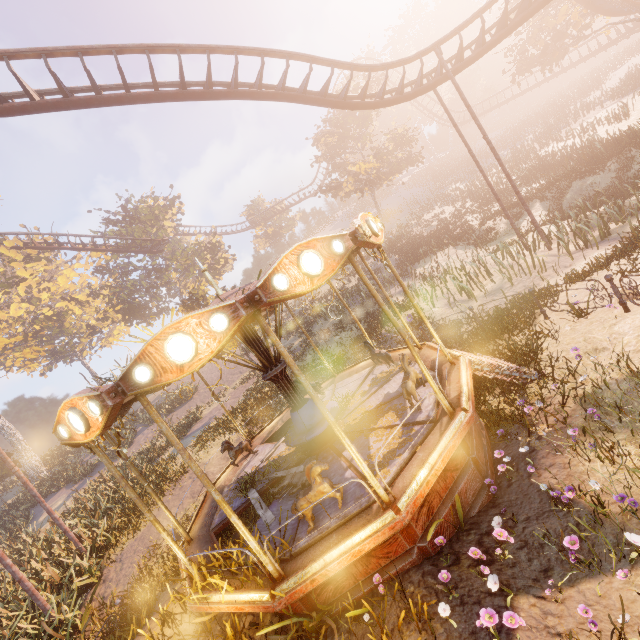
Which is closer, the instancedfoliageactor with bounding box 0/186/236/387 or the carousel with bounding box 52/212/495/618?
the carousel with bounding box 52/212/495/618

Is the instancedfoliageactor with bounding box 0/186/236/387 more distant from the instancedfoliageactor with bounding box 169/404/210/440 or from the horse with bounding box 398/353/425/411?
the instancedfoliageactor with bounding box 169/404/210/440

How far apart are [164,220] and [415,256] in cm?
2806

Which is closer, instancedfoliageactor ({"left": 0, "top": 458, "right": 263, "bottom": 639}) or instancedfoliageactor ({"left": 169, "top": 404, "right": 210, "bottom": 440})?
instancedfoliageactor ({"left": 0, "top": 458, "right": 263, "bottom": 639})

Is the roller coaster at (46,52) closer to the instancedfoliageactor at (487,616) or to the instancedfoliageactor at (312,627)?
the instancedfoliageactor at (312,627)

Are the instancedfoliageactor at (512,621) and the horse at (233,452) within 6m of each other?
no

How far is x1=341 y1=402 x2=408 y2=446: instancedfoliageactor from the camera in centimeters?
660cm
